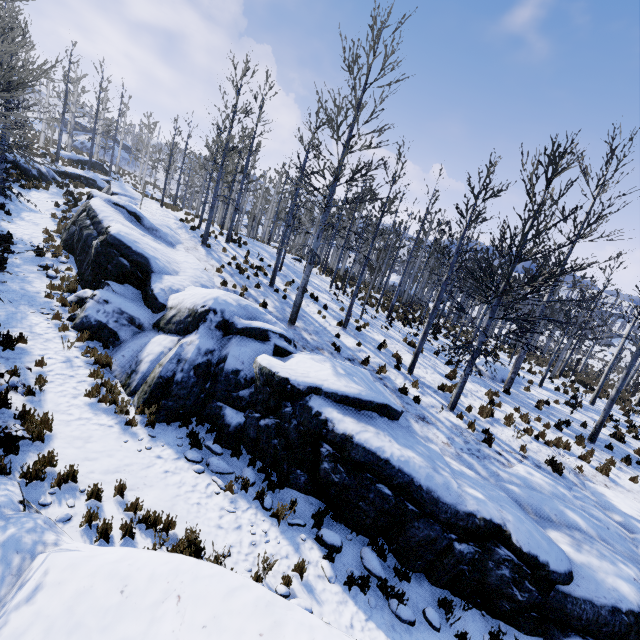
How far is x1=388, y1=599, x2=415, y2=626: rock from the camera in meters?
6.1 m

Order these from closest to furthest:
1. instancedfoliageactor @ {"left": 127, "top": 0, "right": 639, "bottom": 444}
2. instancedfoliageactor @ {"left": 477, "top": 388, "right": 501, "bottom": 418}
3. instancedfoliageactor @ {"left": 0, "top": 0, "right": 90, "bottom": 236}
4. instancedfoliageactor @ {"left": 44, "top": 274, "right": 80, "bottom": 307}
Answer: instancedfoliageactor @ {"left": 0, "top": 0, "right": 90, "bottom": 236}
instancedfoliageactor @ {"left": 127, "top": 0, "right": 639, "bottom": 444}
instancedfoliageactor @ {"left": 44, "top": 274, "right": 80, "bottom": 307}
instancedfoliageactor @ {"left": 477, "top": 388, "right": 501, "bottom": 418}

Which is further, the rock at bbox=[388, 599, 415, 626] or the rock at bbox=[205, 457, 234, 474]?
the rock at bbox=[205, 457, 234, 474]

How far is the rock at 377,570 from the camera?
6.7m

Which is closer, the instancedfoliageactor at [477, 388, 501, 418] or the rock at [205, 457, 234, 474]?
Result: the rock at [205, 457, 234, 474]

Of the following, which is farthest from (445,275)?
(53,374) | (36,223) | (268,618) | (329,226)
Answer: (36,223)

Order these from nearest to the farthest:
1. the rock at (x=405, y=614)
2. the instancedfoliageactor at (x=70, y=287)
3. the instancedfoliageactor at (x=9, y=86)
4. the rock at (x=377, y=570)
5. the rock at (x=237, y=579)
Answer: the rock at (x=237, y=579) → the rock at (x=405, y=614) → the rock at (x=377, y=570) → the instancedfoliageactor at (x=9, y=86) → the instancedfoliageactor at (x=70, y=287)
